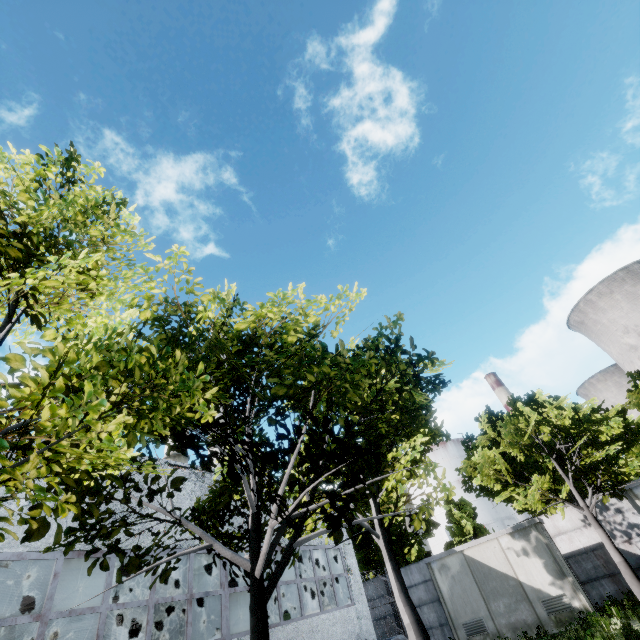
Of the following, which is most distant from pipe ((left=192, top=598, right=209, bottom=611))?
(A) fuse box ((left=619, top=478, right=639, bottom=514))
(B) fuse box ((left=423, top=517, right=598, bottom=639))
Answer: (A) fuse box ((left=619, top=478, right=639, bottom=514))

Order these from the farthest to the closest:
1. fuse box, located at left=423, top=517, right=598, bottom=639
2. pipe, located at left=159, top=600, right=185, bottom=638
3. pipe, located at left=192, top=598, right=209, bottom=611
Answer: pipe, located at left=192, top=598, right=209, bottom=611
fuse box, located at left=423, top=517, right=598, bottom=639
pipe, located at left=159, top=600, right=185, bottom=638

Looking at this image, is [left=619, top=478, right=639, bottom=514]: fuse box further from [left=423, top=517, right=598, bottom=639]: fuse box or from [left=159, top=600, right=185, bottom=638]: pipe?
[left=159, top=600, right=185, bottom=638]: pipe

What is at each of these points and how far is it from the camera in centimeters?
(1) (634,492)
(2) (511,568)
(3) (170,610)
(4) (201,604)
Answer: (1) fuse box, 1258cm
(2) fuse box, 1361cm
(3) pipe, 1928cm
(4) pipe, 2081cm

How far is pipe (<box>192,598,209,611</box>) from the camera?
20.4 meters

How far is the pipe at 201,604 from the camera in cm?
2044

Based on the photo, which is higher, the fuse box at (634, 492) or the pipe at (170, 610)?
the pipe at (170, 610)
